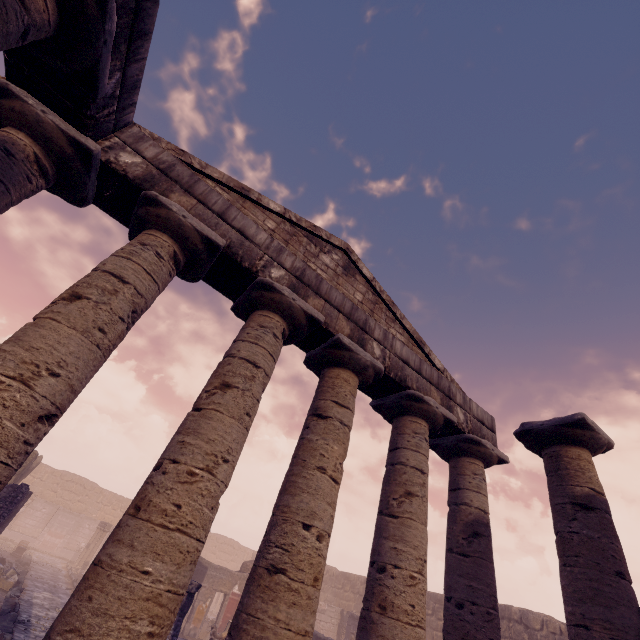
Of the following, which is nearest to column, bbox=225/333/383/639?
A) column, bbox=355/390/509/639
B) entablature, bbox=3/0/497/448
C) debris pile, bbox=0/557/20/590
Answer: entablature, bbox=3/0/497/448

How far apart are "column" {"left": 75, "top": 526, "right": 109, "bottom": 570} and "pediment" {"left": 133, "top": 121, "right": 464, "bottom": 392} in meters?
25.4

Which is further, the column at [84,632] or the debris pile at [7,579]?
the debris pile at [7,579]

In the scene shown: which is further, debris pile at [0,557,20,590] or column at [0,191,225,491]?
debris pile at [0,557,20,590]

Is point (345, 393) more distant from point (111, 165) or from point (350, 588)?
point (350, 588)

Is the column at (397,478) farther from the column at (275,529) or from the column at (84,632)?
the column at (84,632)

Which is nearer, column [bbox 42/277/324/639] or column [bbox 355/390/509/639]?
column [bbox 42/277/324/639]

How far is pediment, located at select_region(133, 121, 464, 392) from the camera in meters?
6.5 m
